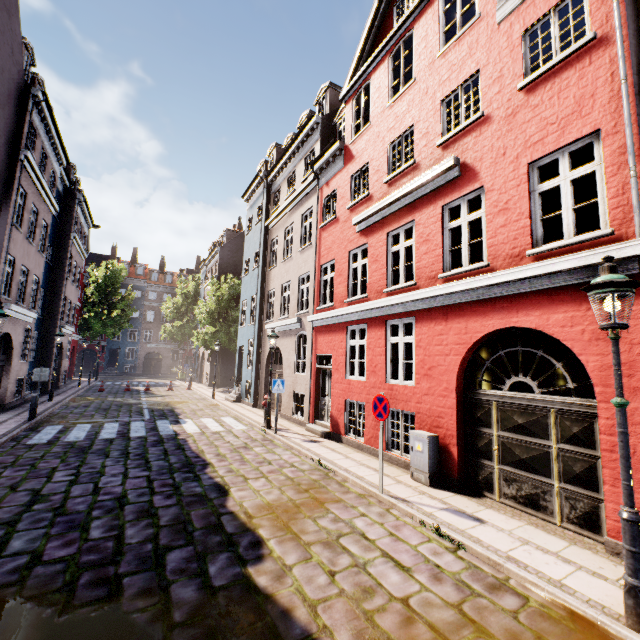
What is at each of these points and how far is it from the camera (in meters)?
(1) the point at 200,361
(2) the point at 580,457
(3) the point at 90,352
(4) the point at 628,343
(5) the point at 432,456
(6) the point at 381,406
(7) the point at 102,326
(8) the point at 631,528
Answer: (1) building, 34.69
(2) building, 5.20
(3) building, 52.50
(4) building, 4.63
(5) electrical box, 7.02
(6) sign, 6.60
(7) tree, 34.50
(8) street light, 3.30

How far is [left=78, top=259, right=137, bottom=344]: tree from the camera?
34.38m

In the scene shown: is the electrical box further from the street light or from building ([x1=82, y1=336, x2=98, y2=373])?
building ([x1=82, y1=336, x2=98, y2=373])

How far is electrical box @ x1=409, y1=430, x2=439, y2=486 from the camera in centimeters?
696cm

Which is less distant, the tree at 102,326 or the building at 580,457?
the building at 580,457

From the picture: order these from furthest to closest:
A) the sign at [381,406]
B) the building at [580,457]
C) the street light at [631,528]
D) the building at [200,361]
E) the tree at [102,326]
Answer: the tree at [102,326], the building at [200,361], the sign at [381,406], the building at [580,457], the street light at [631,528]

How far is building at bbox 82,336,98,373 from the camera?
43.72m

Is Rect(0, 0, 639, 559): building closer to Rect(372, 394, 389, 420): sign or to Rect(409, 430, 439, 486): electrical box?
Rect(409, 430, 439, 486): electrical box
